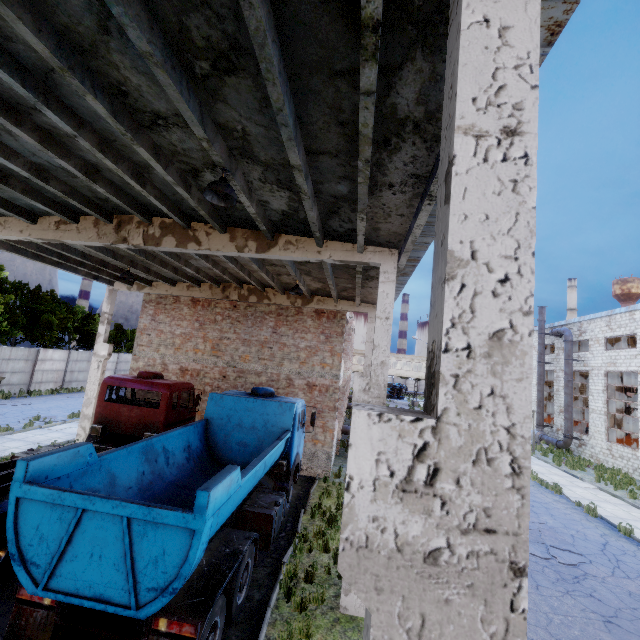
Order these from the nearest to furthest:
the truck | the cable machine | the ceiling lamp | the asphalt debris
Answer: the truck → the ceiling lamp → the asphalt debris → the cable machine

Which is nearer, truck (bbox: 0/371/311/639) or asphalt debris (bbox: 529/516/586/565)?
truck (bbox: 0/371/311/639)

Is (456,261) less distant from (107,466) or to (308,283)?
(107,466)

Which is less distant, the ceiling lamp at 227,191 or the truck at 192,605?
the truck at 192,605

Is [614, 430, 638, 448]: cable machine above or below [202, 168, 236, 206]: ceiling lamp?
below

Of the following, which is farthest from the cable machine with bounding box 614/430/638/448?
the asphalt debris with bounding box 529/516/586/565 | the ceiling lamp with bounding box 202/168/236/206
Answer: the ceiling lamp with bounding box 202/168/236/206

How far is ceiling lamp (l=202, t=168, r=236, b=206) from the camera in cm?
490

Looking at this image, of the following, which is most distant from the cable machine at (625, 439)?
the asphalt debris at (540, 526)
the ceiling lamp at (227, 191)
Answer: the ceiling lamp at (227, 191)
